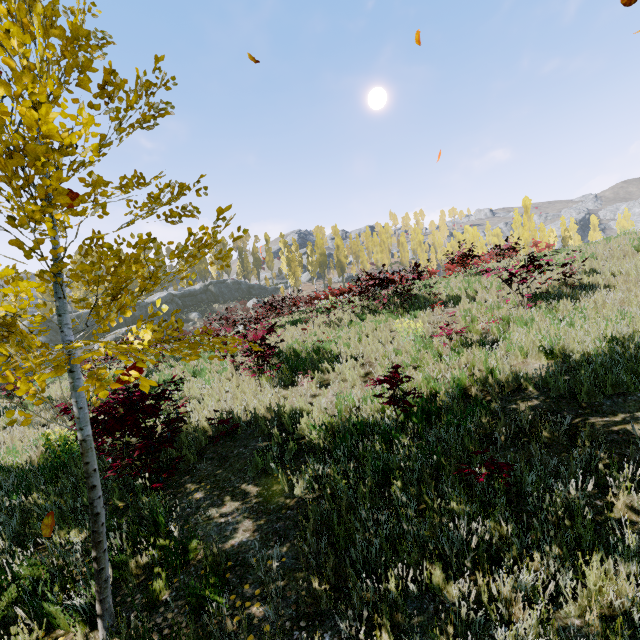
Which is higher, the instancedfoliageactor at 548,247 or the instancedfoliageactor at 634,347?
the instancedfoliageactor at 548,247

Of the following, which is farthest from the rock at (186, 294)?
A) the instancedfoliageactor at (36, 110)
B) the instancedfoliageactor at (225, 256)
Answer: the instancedfoliageactor at (225, 256)

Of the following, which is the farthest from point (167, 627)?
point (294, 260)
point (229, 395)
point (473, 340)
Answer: point (294, 260)

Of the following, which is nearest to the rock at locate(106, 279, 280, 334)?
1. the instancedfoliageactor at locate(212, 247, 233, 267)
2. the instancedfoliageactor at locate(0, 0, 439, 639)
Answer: the instancedfoliageactor at locate(0, 0, 439, 639)

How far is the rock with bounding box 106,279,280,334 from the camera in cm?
3909
